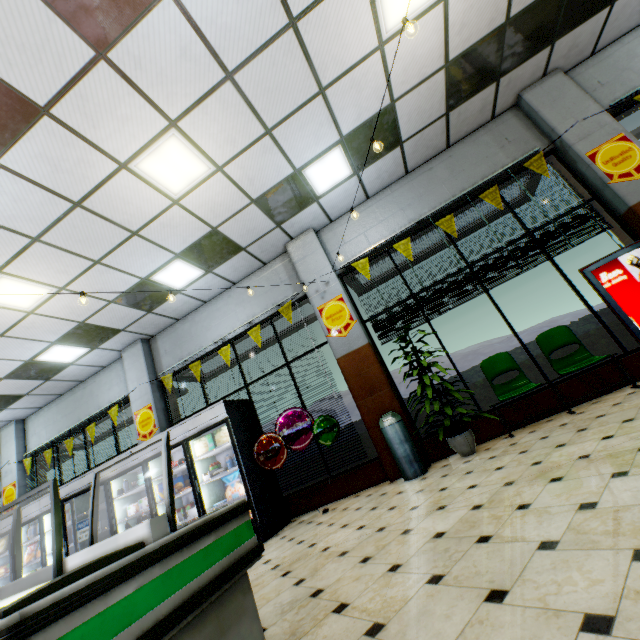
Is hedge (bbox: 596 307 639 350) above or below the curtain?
below

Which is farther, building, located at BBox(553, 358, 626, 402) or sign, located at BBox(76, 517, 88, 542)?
sign, located at BBox(76, 517, 88, 542)

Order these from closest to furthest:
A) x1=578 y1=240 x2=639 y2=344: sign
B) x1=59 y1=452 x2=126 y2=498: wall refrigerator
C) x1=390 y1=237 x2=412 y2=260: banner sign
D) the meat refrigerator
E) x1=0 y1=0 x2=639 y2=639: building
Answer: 1. the meat refrigerator
2. x1=0 y1=0 x2=639 y2=639: building
3. x1=578 y1=240 x2=639 y2=344: sign
4. x1=390 y1=237 x2=412 y2=260: banner sign
5. x1=59 y1=452 x2=126 y2=498: wall refrigerator

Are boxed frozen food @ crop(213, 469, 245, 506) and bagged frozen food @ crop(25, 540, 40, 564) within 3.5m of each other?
no

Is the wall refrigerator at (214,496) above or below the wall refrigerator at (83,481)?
below

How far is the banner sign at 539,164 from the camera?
5.3 meters

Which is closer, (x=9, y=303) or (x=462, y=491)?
(x=462, y=491)

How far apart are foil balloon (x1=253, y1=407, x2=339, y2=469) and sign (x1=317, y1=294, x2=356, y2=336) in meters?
1.4
